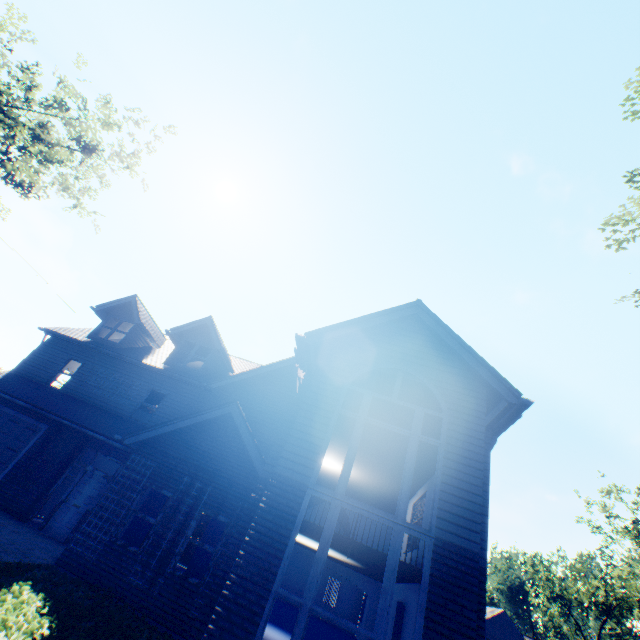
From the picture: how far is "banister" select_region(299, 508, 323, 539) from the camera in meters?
11.2 m

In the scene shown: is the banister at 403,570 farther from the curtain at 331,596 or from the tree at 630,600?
the tree at 630,600

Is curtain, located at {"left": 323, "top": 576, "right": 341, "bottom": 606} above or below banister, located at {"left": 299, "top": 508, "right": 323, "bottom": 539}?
below

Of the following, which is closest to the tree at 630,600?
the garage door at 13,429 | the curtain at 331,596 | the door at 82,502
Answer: the curtain at 331,596

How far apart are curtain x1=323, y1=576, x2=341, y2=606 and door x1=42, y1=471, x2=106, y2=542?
21.5 meters

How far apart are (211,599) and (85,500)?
9.0m

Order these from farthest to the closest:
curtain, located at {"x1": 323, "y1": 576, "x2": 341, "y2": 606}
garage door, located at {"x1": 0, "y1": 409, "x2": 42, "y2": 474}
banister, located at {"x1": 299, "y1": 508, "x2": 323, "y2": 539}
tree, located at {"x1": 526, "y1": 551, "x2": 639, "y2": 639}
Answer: tree, located at {"x1": 526, "y1": 551, "x2": 639, "y2": 639} < curtain, located at {"x1": 323, "y1": 576, "x2": 341, "y2": 606} < garage door, located at {"x1": 0, "y1": 409, "x2": 42, "y2": 474} < banister, located at {"x1": 299, "y1": 508, "x2": 323, "y2": 539}
